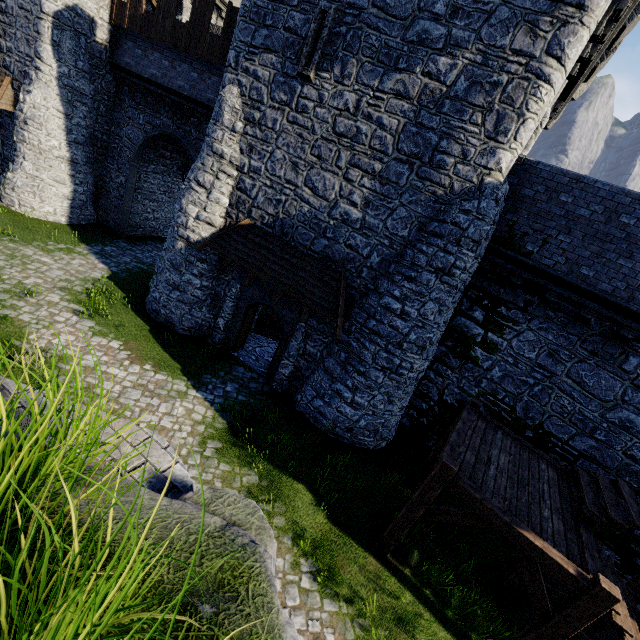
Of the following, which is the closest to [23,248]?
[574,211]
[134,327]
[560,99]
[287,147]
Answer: [134,327]

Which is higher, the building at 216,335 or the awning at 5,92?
the awning at 5,92

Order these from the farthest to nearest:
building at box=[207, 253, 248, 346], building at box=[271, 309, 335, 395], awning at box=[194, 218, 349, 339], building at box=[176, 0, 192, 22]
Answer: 1. building at box=[176, 0, 192, 22]
2. building at box=[207, 253, 248, 346]
3. building at box=[271, 309, 335, 395]
4. awning at box=[194, 218, 349, 339]

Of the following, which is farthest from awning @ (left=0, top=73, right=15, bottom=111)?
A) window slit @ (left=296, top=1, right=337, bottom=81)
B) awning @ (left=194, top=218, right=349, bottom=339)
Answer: window slit @ (left=296, top=1, right=337, bottom=81)

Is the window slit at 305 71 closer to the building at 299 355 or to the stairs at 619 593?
the building at 299 355

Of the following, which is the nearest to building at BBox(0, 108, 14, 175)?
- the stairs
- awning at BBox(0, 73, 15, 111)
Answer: awning at BBox(0, 73, 15, 111)

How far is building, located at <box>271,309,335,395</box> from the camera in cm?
1142
